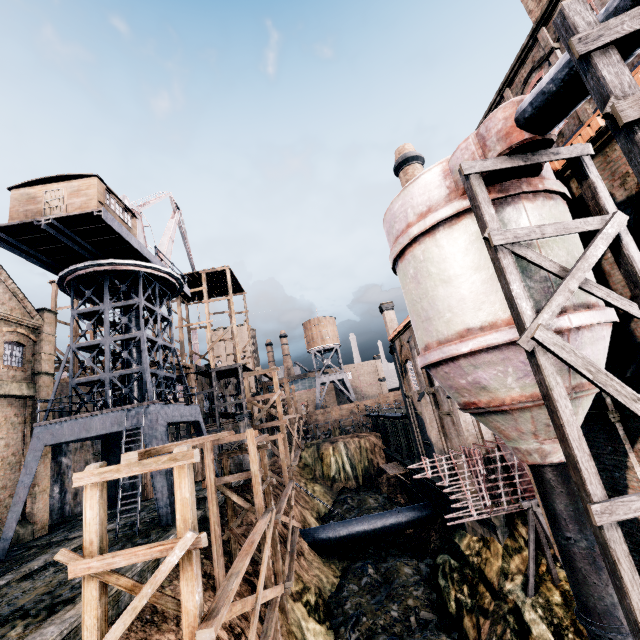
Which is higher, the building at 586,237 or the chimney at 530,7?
the chimney at 530,7

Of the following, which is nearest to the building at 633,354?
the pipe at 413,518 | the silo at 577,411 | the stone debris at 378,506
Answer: the silo at 577,411

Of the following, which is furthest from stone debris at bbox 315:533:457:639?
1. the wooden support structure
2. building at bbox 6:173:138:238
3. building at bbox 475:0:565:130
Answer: building at bbox 6:173:138:238

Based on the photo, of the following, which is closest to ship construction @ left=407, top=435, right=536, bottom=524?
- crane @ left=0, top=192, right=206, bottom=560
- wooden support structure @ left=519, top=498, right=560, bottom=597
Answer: wooden support structure @ left=519, top=498, right=560, bottom=597

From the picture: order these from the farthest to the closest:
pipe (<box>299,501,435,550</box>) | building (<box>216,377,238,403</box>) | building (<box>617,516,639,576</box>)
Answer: building (<box>216,377,238,403</box>), pipe (<box>299,501,435,550</box>), building (<box>617,516,639,576</box>)

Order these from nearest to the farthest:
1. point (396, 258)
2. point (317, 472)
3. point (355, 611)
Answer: point (396, 258) → point (355, 611) → point (317, 472)

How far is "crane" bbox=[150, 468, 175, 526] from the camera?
17.34m

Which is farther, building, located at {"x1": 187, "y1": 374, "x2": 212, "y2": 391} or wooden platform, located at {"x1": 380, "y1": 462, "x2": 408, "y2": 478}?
building, located at {"x1": 187, "y1": 374, "x2": 212, "y2": 391}
